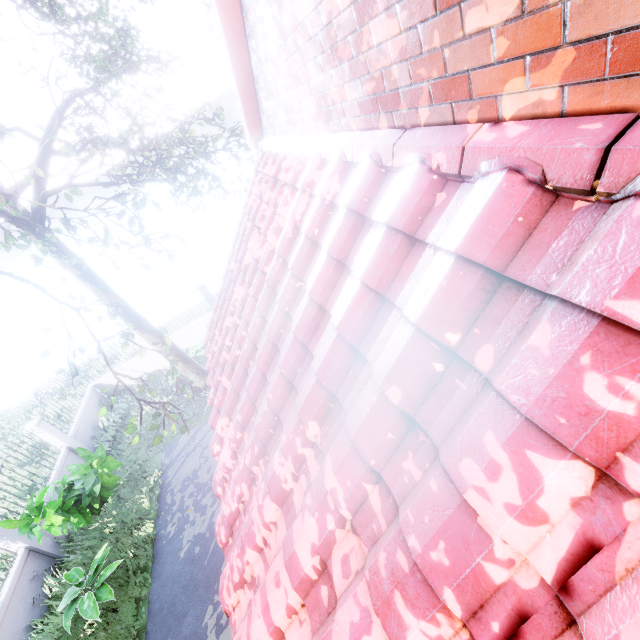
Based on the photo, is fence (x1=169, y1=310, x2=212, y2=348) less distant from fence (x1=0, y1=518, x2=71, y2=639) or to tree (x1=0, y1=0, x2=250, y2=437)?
tree (x1=0, y1=0, x2=250, y2=437)

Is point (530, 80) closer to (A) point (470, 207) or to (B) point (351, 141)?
(A) point (470, 207)

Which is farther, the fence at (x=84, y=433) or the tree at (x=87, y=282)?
the fence at (x=84, y=433)

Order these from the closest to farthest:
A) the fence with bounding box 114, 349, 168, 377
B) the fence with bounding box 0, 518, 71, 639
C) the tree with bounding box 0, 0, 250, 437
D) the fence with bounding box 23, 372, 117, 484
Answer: the tree with bounding box 0, 0, 250, 437, the fence with bounding box 0, 518, 71, 639, the fence with bounding box 23, 372, 117, 484, the fence with bounding box 114, 349, 168, 377

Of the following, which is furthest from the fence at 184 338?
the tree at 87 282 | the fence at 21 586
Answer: the fence at 21 586
